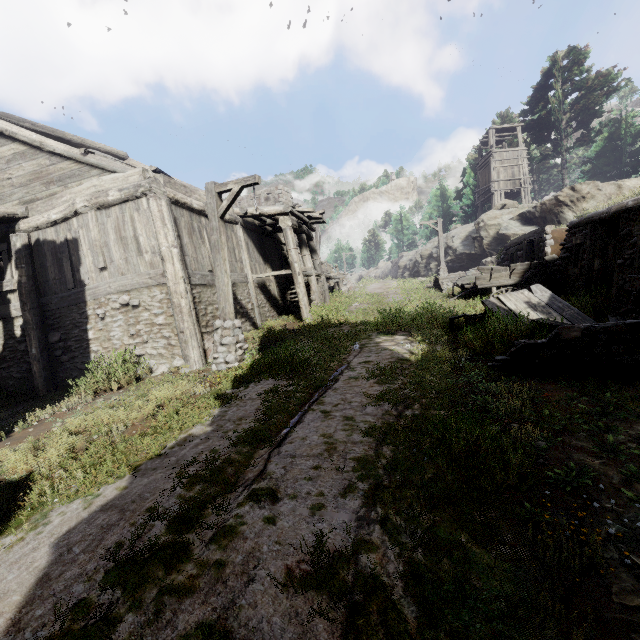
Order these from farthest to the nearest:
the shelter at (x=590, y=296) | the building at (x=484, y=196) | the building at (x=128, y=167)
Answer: the building at (x=484, y=196) < the building at (x=128, y=167) < the shelter at (x=590, y=296)

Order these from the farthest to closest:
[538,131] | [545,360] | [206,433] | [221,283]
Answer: [538,131], [221,283], [545,360], [206,433]

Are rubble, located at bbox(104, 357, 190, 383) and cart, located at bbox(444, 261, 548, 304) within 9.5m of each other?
no

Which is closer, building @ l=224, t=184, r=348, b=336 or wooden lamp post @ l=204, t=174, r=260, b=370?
wooden lamp post @ l=204, t=174, r=260, b=370

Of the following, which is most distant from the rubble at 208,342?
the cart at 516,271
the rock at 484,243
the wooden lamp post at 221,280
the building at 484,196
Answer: the building at 484,196

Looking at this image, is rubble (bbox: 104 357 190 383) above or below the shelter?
below

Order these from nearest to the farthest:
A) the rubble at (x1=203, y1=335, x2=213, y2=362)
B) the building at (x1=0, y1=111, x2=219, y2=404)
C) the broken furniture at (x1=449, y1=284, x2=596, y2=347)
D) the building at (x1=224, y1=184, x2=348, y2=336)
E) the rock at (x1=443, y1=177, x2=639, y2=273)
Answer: the broken furniture at (x1=449, y1=284, x2=596, y2=347), the building at (x1=0, y1=111, x2=219, y2=404), the rubble at (x1=203, y1=335, x2=213, y2=362), the building at (x1=224, y1=184, x2=348, y2=336), the rock at (x1=443, y1=177, x2=639, y2=273)

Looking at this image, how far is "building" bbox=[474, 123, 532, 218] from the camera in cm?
3039
